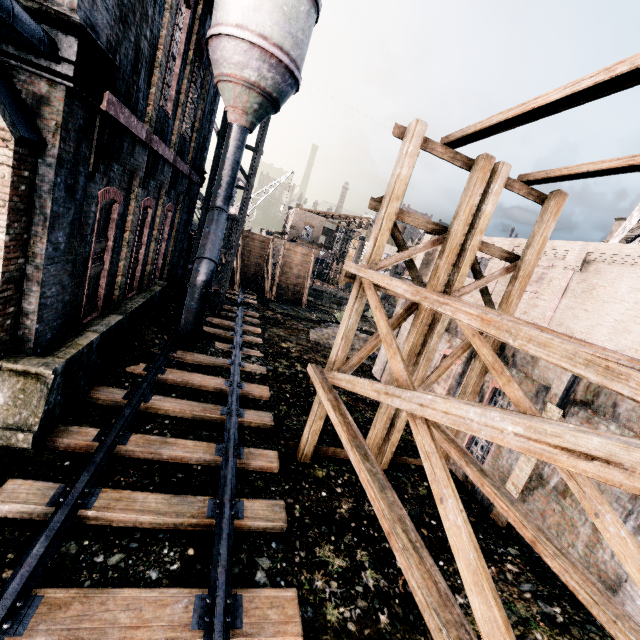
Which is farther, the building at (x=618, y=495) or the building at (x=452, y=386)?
the building at (x=452, y=386)

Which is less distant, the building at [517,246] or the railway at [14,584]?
the railway at [14,584]

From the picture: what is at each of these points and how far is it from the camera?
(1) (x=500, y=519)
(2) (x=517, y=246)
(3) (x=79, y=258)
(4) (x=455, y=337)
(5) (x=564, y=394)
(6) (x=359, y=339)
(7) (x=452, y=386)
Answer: (1) building, 9.38m
(2) building, 19.36m
(3) building, 8.52m
(4) building, 13.14m
(5) building, 8.52m
(6) stone debris, 23.98m
(7) building, 12.64m

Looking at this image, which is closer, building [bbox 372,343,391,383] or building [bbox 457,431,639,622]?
building [bbox 457,431,639,622]

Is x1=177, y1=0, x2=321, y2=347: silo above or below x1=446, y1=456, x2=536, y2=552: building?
above

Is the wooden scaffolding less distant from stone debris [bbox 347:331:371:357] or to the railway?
the railway

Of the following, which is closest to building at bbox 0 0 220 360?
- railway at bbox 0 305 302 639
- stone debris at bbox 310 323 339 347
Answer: stone debris at bbox 310 323 339 347

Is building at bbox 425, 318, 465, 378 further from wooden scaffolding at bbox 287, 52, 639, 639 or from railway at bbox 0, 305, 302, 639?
railway at bbox 0, 305, 302, 639
